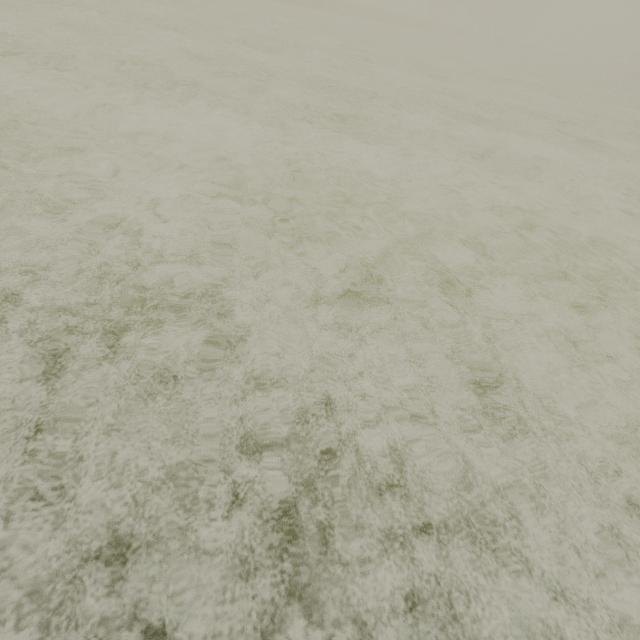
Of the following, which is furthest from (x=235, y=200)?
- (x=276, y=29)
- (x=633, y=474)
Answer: (x=276, y=29)
